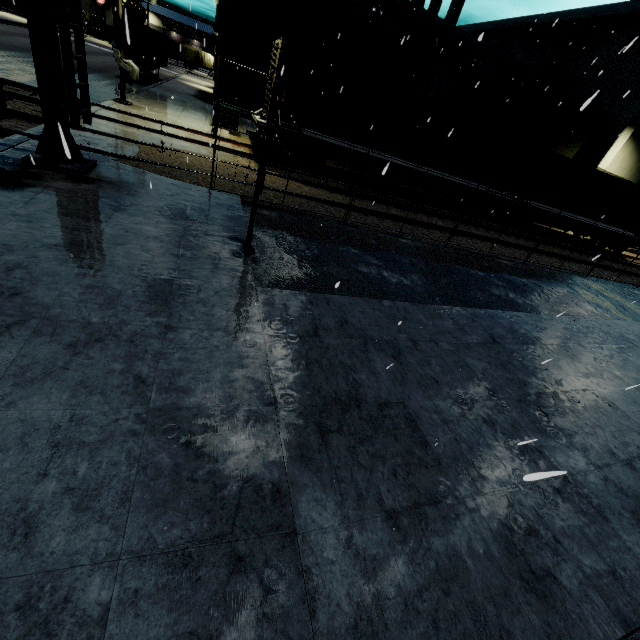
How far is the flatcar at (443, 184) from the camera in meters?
15.6

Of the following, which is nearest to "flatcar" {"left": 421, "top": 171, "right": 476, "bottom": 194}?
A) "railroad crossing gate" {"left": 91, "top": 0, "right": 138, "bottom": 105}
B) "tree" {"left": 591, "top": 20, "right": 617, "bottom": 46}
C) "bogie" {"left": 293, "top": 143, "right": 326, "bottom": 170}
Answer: "bogie" {"left": 293, "top": 143, "right": 326, "bottom": 170}

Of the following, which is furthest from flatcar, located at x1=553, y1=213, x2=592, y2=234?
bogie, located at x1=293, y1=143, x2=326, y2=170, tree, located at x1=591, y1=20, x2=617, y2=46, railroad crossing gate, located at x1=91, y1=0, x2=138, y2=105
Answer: tree, located at x1=591, y1=20, x2=617, y2=46

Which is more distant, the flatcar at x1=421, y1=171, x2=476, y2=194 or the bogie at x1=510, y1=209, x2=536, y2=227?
the bogie at x1=510, y1=209, x2=536, y2=227

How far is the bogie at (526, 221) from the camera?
18.23m

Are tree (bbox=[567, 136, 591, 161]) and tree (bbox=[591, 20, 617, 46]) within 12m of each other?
yes

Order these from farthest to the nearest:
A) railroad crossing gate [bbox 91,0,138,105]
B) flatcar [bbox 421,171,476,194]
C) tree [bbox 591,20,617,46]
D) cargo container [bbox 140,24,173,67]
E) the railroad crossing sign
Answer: tree [bbox 591,20,617,46]
cargo container [bbox 140,24,173,67]
flatcar [bbox 421,171,476,194]
railroad crossing gate [bbox 91,0,138,105]
the railroad crossing sign

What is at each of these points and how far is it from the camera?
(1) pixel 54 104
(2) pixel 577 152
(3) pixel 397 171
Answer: (1) railroad crossing overhang, 6.4 meters
(2) tree, 27.7 meters
(3) flatcar, 15.1 meters
